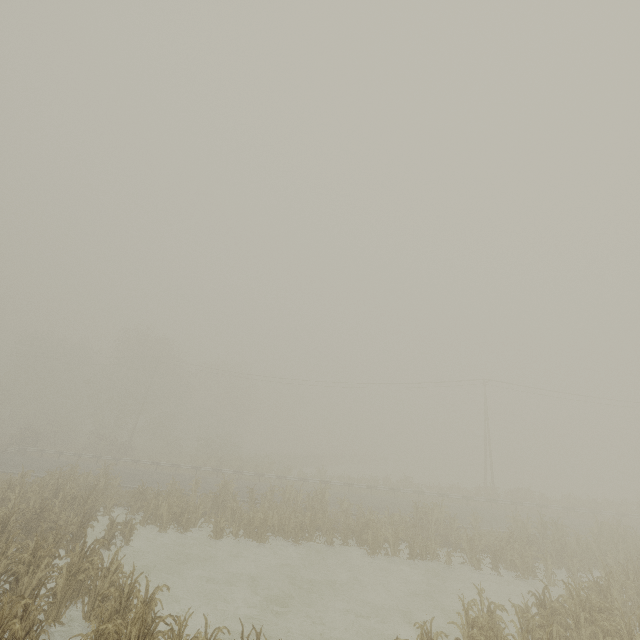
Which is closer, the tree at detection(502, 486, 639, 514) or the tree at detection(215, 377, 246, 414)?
the tree at detection(502, 486, 639, 514)

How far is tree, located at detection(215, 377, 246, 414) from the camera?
56.5m

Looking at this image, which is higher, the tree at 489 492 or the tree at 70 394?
the tree at 70 394

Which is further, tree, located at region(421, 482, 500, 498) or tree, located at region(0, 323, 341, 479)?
tree, located at region(0, 323, 341, 479)

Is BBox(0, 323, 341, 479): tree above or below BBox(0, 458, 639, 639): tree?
above

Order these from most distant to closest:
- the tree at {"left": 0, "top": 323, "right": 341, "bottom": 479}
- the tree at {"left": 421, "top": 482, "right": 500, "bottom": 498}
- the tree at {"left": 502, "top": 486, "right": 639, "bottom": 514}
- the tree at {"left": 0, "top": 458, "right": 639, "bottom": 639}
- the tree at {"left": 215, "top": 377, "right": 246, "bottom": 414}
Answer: the tree at {"left": 215, "top": 377, "right": 246, "bottom": 414} < the tree at {"left": 0, "top": 323, "right": 341, "bottom": 479} < the tree at {"left": 421, "top": 482, "right": 500, "bottom": 498} < the tree at {"left": 502, "top": 486, "right": 639, "bottom": 514} < the tree at {"left": 0, "top": 458, "right": 639, "bottom": 639}

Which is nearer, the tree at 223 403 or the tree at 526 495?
the tree at 526 495

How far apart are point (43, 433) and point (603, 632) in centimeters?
5363cm
